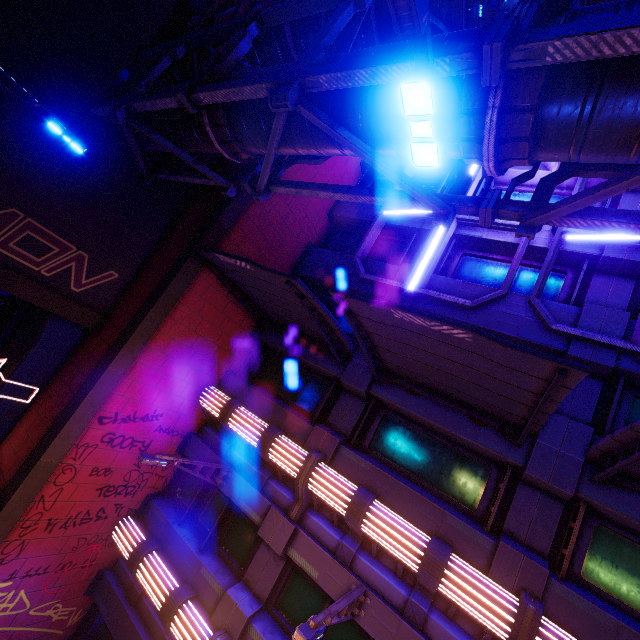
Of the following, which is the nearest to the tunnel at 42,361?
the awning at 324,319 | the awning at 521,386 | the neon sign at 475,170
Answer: the awning at 324,319

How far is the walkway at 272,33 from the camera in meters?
6.2

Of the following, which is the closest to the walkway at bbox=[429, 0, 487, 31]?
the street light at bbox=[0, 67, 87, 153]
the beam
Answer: the street light at bbox=[0, 67, 87, 153]

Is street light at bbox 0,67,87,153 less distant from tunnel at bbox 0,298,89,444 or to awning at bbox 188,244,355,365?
awning at bbox 188,244,355,365

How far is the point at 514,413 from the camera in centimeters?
697cm

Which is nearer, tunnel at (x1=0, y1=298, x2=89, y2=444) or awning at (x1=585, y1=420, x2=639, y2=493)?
awning at (x1=585, y1=420, x2=639, y2=493)

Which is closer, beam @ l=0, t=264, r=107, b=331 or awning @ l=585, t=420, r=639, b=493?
awning @ l=585, t=420, r=639, b=493

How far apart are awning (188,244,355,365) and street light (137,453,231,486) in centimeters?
455cm
